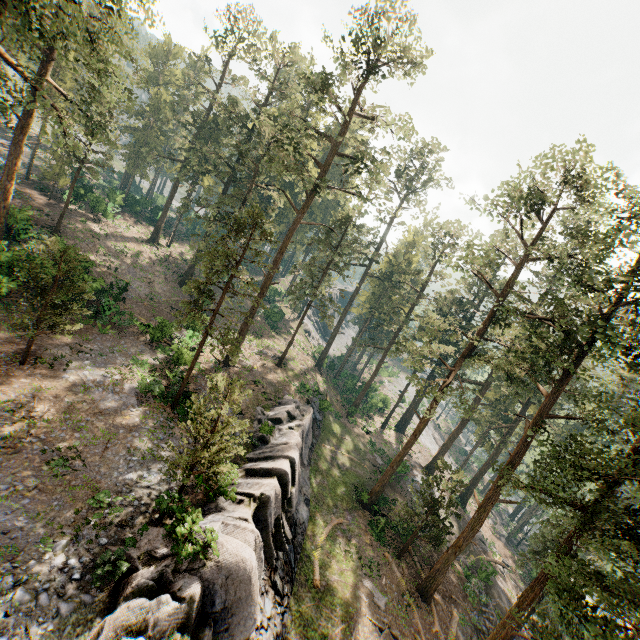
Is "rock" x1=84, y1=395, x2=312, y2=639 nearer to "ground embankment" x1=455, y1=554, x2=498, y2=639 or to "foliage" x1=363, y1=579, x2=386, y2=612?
"foliage" x1=363, y1=579, x2=386, y2=612

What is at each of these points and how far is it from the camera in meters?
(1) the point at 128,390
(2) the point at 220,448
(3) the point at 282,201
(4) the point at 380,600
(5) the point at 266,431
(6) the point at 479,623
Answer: (1) foliage, 20.5
(2) foliage, 14.9
(3) foliage, 33.2
(4) foliage, 21.1
(5) rock, 23.6
(6) ground embankment, 24.4

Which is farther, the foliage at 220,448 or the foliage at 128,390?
the foliage at 128,390

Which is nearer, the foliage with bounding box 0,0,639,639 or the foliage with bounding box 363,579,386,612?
the foliage with bounding box 0,0,639,639

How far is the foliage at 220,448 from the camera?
13.7 meters

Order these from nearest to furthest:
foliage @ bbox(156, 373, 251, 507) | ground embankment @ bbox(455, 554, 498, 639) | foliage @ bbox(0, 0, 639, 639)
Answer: foliage @ bbox(156, 373, 251, 507)
foliage @ bbox(0, 0, 639, 639)
ground embankment @ bbox(455, 554, 498, 639)

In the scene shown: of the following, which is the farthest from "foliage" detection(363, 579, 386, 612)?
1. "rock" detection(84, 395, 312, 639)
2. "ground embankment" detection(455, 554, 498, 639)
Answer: "rock" detection(84, 395, 312, 639)
